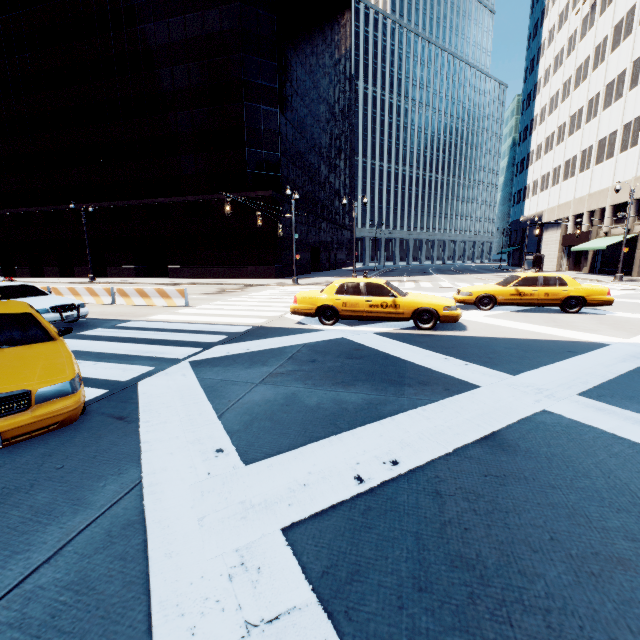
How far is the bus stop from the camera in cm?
4141

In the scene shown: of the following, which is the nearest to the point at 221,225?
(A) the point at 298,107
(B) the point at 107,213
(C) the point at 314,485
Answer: (B) the point at 107,213

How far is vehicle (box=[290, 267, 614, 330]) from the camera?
9.4 meters

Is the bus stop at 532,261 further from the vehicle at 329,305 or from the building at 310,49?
the vehicle at 329,305

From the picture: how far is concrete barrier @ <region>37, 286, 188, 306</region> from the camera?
14.9 meters

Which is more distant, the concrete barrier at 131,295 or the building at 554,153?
the building at 554,153

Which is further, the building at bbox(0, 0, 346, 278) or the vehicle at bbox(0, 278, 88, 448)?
the building at bbox(0, 0, 346, 278)

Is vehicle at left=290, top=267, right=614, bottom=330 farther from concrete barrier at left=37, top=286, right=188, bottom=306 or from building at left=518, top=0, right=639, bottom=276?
building at left=518, top=0, right=639, bottom=276
